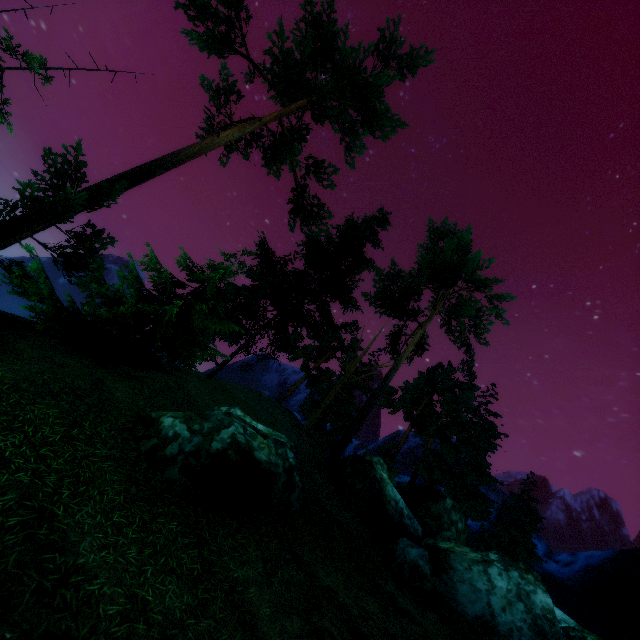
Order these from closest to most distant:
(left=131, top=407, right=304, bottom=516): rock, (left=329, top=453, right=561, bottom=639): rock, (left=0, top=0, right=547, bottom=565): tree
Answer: (left=131, top=407, right=304, bottom=516): rock < (left=329, top=453, right=561, bottom=639): rock < (left=0, top=0, right=547, bottom=565): tree

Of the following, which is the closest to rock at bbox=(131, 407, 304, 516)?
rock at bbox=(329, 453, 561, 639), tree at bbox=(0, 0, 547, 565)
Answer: rock at bbox=(329, 453, 561, 639)

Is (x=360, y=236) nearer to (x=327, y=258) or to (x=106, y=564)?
(x=327, y=258)

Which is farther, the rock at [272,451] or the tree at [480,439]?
the tree at [480,439]

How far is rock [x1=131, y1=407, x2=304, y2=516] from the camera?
7.4m

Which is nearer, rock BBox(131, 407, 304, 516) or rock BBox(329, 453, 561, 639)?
rock BBox(131, 407, 304, 516)

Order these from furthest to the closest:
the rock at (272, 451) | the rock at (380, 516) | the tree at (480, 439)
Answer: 1. the tree at (480, 439)
2. the rock at (380, 516)
3. the rock at (272, 451)
